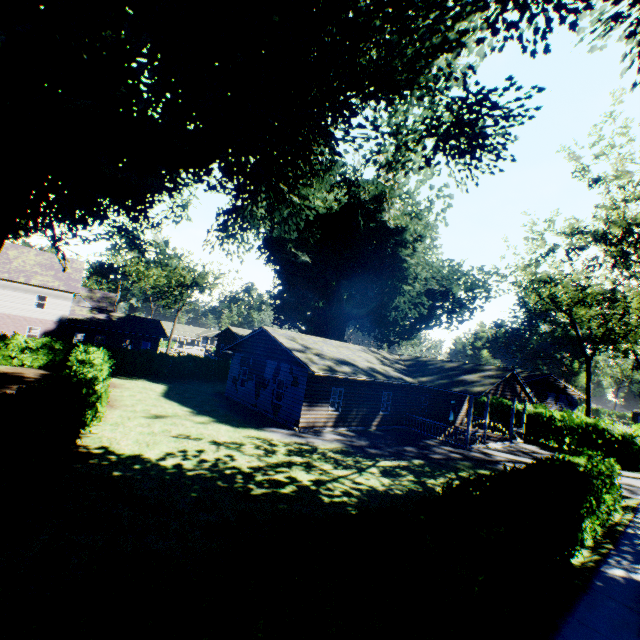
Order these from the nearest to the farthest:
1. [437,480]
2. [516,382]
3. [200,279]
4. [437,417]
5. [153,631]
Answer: [153,631]
[437,480]
[516,382]
[437,417]
[200,279]

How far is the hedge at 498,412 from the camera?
31.02m

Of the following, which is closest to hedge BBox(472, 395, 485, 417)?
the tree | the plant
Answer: the plant

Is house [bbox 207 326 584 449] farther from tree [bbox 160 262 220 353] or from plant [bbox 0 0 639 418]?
tree [bbox 160 262 220 353]

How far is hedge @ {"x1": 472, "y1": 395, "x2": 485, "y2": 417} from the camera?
33.5m

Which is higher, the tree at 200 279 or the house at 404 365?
the tree at 200 279

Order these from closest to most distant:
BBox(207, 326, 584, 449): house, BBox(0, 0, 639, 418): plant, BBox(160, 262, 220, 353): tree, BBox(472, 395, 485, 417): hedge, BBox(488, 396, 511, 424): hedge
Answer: BBox(0, 0, 639, 418): plant, BBox(207, 326, 584, 449): house, BBox(488, 396, 511, 424): hedge, BBox(472, 395, 485, 417): hedge, BBox(160, 262, 220, 353): tree

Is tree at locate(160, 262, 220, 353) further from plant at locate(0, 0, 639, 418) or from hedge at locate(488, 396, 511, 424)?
hedge at locate(488, 396, 511, 424)
